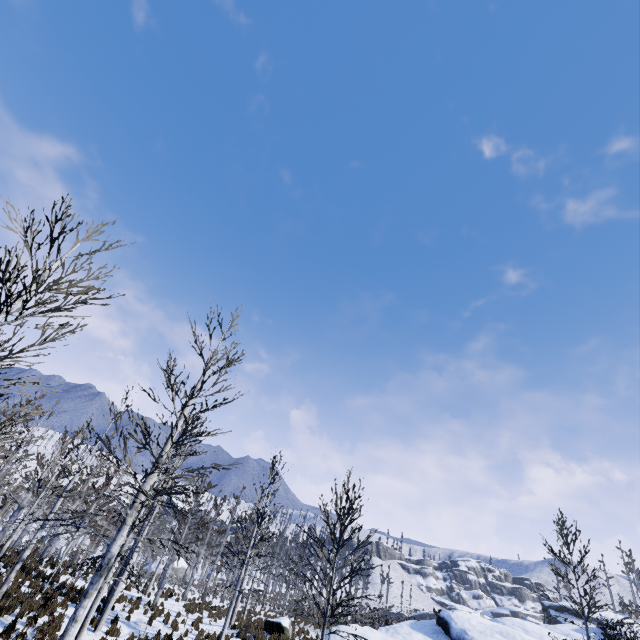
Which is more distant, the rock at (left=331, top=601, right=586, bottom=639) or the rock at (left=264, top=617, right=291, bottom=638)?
the rock at (left=264, top=617, right=291, bottom=638)

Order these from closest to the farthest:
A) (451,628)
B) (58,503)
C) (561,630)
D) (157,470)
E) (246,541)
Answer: (157,470) < (58,503) < (451,628) < (561,630) < (246,541)

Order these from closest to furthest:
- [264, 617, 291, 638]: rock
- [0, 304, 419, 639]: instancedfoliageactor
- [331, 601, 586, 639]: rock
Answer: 1. [0, 304, 419, 639]: instancedfoliageactor
2. [331, 601, 586, 639]: rock
3. [264, 617, 291, 638]: rock

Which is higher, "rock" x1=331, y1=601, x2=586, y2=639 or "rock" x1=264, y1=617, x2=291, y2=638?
"rock" x1=331, y1=601, x2=586, y2=639

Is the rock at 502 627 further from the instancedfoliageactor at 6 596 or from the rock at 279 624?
the rock at 279 624

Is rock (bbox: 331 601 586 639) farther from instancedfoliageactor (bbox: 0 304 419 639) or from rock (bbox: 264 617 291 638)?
rock (bbox: 264 617 291 638)

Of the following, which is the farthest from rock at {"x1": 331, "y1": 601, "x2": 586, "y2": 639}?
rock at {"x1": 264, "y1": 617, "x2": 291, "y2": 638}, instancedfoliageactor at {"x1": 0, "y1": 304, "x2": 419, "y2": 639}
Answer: rock at {"x1": 264, "y1": 617, "x2": 291, "y2": 638}

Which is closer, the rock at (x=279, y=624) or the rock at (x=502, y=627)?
the rock at (x=502, y=627)
